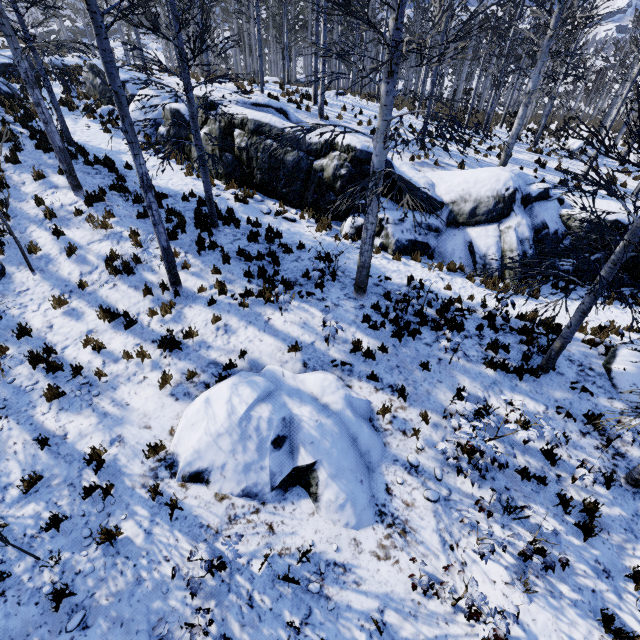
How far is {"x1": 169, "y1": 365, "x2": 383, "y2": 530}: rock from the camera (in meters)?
5.57

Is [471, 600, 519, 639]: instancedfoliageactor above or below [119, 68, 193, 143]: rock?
below

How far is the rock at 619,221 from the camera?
10.64m

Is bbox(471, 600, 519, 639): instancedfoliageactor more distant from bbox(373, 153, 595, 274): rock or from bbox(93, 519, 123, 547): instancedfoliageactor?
A: bbox(93, 519, 123, 547): instancedfoliageactor

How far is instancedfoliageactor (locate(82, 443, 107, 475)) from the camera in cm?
556

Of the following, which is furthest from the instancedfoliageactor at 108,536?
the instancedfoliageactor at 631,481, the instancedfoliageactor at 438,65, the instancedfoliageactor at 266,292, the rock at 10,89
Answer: the instancedfoliageactor at 438,65

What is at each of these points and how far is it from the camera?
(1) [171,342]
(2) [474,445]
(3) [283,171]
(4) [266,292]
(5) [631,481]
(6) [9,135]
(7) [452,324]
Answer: (1) instancedfoliageactor, 7.3 meters
(2) instancedfoliageactor, 5.0 meters
(3) rock, 11.9 meters
(4) instancedfoliageactor, 8.2 meters
(5) instancedfoliageactor, 5.8 meters
(6) instancedfoliageactor, 11.5 meters
(7) instancedfoliageactor, 7.7 meters

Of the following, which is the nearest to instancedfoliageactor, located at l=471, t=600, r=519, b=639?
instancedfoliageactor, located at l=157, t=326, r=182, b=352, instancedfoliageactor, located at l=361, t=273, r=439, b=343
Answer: instancedfoliageactor, located at l=361, t=273, r=439, b=343
